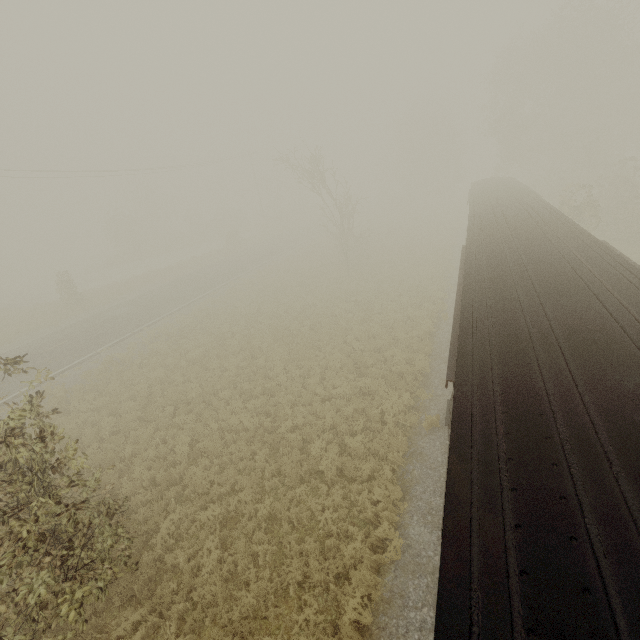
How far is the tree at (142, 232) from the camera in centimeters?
4638cm

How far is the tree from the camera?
46.4 meters

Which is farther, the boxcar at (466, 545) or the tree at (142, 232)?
the tree at (142, 232)

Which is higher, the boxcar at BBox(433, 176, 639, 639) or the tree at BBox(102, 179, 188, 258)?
the boxcar at BBox(433, 176, 639, 639)

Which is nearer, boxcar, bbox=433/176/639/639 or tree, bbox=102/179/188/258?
boxcar, bbox=433/176/639/639

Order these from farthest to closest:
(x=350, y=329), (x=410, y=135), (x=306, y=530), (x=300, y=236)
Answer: (x=410, y=135)
(x=300, y=236)
(x=350, y=329)
(x=306, y=530)
